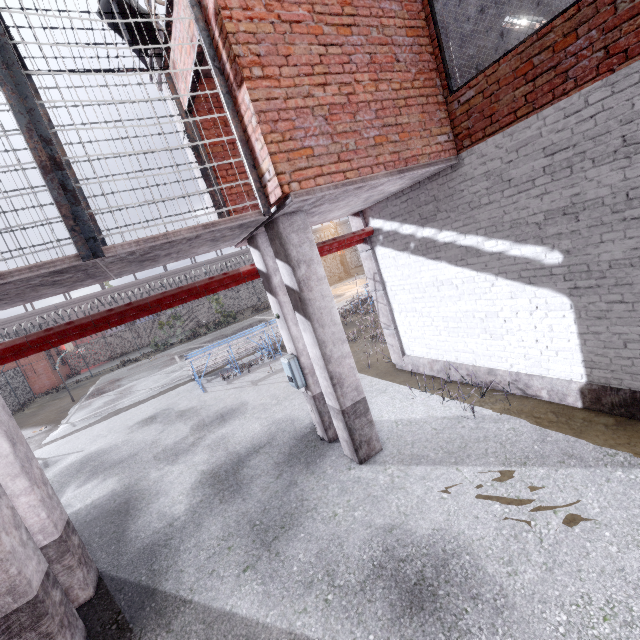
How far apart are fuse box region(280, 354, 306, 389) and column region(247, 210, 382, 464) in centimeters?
53cm

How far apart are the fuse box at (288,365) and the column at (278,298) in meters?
0.5 m

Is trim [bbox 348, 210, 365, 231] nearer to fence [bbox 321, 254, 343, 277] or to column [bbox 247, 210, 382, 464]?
fence [bbox 321, 254, 343, 277]

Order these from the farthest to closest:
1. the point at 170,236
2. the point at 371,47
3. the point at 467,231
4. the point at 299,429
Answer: the point at 299,429 → the point at 467,231 → the point at 371,47 → the point at 170,236

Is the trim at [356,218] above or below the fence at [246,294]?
above

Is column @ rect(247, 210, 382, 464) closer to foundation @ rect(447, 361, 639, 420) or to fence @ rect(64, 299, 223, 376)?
foundation @ rect(447, 361, 639, 420)

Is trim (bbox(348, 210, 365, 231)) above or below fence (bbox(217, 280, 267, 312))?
above

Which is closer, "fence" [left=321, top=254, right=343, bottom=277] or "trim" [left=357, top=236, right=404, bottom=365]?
"trim" [left=357, top=236, right=404, bottom=365]
